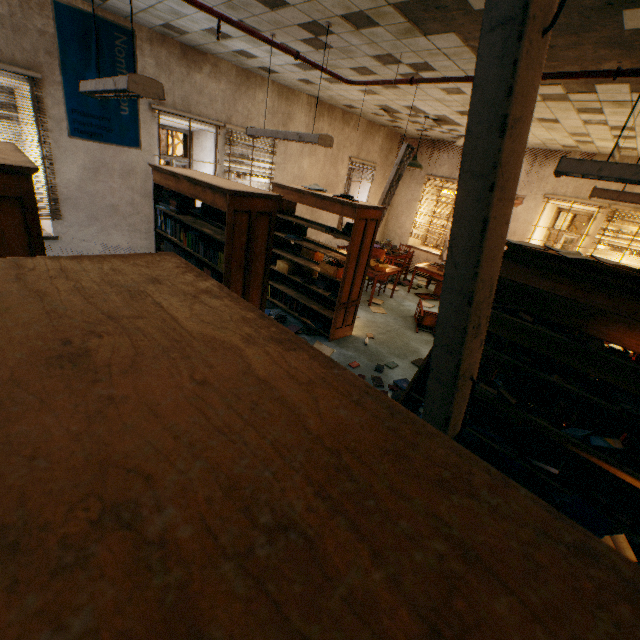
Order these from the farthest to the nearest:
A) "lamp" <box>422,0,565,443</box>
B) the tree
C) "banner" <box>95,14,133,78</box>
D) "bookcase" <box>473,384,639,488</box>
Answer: the tree → "banner" <box>95,14,133,78</box> → "bookcase" <box>473,384,639,488</box> → "lamp" <box>422,0,565,443</box>

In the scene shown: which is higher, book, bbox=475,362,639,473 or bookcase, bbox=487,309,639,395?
bookcase, bbox=487,309,639,395

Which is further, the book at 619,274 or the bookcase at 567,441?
the book at 619,274

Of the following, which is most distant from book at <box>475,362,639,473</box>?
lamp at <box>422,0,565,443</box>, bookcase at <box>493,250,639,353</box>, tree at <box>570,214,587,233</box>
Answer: tree at <box>570,214,587,233</box>

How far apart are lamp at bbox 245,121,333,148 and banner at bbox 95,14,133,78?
2.0 meters

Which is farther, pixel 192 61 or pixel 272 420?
pixel 192 61

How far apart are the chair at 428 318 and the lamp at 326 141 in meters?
3.6

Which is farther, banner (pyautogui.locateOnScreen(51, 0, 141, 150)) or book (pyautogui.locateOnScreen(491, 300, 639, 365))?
banner (pyautogui.locateOnScreen(51, 0, 141, 150))
